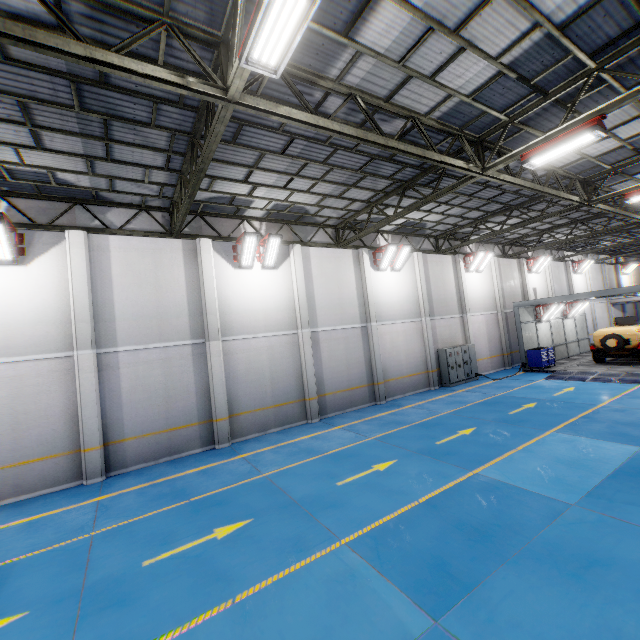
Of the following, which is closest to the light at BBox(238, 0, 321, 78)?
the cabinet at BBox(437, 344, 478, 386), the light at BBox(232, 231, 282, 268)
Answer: the light at BBox(232, 231, 282, 268)

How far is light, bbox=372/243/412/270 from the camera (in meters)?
16.50

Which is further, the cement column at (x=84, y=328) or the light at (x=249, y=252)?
the light at (x=249, y=252)

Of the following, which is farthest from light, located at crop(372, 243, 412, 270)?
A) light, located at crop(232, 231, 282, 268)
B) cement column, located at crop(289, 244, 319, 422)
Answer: light, located at crop(232, 231, 282, 268)

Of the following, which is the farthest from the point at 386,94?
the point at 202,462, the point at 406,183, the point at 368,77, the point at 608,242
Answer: the point at 608,242

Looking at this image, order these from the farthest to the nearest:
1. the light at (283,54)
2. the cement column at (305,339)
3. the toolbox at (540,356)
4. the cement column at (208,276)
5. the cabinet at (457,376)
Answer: the toolbox at (540,356) < the cabinet at (457,376) < the cement column at (305,339) < the cement column at (208,276) < the light at (283,54)

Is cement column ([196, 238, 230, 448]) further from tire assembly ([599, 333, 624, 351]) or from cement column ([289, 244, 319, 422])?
tire assembly ([599, 333, 624, 351])

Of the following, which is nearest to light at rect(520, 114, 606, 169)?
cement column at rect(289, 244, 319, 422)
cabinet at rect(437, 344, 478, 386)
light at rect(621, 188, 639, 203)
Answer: light at rect(621, 188, 639, 203)
